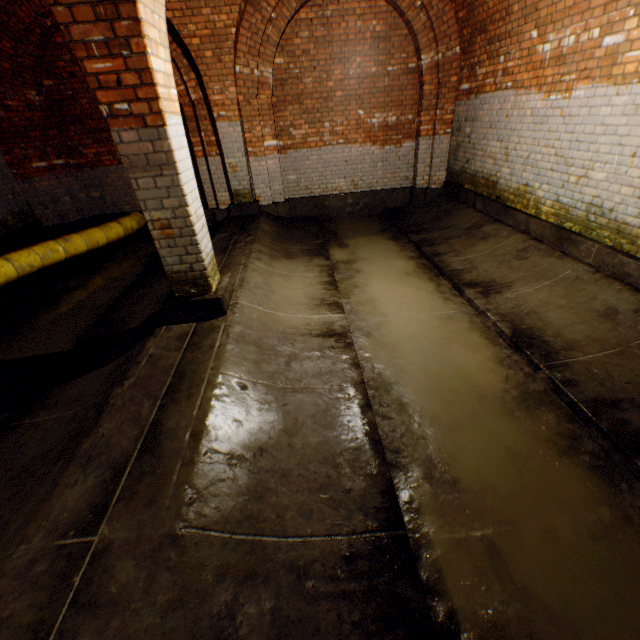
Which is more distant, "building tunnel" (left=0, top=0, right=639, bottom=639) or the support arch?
the support arch

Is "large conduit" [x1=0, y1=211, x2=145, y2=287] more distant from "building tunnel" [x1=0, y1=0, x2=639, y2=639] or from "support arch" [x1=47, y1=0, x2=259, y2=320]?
"support arch" [x1=47, y1=0, x2=259, y2=320]

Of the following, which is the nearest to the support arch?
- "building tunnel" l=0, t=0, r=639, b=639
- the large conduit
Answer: "building tunnel" l=0, t=0, r=639, b=639

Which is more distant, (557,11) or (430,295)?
(430,295)

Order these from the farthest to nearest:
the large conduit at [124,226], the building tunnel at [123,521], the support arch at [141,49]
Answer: the large conduit at [124,226], the support arch at [141,49], the building tunnel at [123,521]

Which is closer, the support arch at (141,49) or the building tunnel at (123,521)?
the building tunnel at (123,521)
